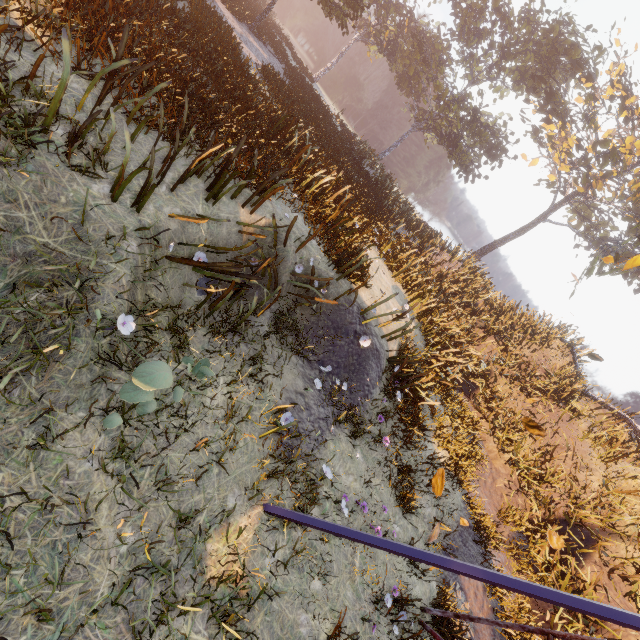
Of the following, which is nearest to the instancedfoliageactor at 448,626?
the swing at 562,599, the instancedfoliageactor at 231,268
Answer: the swing at 562,599

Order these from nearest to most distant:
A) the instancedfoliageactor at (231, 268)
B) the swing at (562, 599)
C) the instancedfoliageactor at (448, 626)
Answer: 1. the swing at (562, 599)
2. the instancedfoliageactor at (231, 268)
3. the instancedfoliageactor at (448, 626)

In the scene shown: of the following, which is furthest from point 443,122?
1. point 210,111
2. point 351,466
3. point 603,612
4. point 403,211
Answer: Answer: point 603,612

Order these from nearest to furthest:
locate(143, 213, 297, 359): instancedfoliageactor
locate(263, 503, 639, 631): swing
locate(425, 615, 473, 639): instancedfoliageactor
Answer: locate(263, 503, 639, 631): swing, locate(143, 213, 297, 359): instancedfoliageactor, locate(425, 615, 473, 639): instancedfoliageactor

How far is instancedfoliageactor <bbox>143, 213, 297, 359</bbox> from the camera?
4.72m

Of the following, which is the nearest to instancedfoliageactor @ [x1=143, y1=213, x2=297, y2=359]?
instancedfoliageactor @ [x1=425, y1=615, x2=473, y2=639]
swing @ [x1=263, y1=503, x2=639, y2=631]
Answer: swing @ [x1=263, y1=503, x2=639, y2=631]

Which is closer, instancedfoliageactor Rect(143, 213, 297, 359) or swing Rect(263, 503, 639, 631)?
swing Rect(263, 503, 639, 631)
